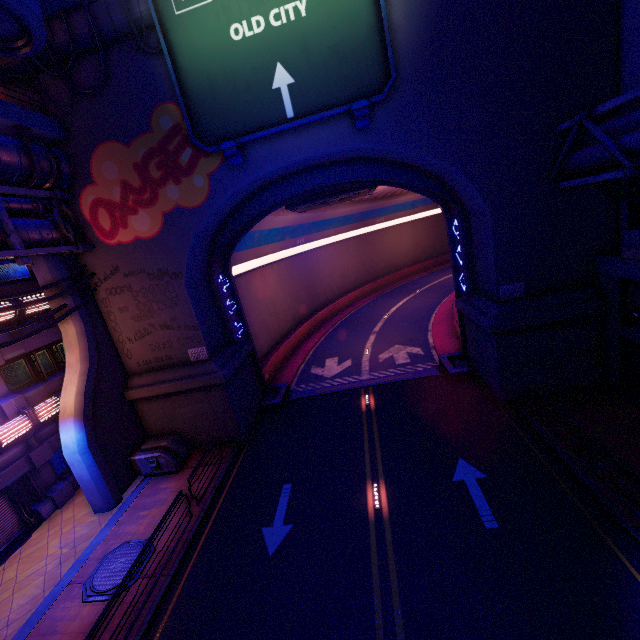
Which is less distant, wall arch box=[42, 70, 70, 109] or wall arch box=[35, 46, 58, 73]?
wall arch box=[35, 46, 58, 73]

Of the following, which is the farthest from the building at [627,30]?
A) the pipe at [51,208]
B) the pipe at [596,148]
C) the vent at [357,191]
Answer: the pipe at [51,208]

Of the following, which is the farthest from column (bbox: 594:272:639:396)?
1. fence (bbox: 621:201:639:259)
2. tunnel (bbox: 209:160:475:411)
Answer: tunnel (bbox: 209:160:475:411)

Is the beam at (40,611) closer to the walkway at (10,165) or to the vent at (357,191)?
the walkway at (10,165)

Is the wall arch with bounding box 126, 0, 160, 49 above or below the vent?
above

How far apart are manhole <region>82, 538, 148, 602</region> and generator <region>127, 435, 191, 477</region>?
3.2m

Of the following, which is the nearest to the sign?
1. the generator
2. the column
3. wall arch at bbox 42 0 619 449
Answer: wall arch at bbox 42 0 619 449

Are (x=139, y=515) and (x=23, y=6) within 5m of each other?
no
